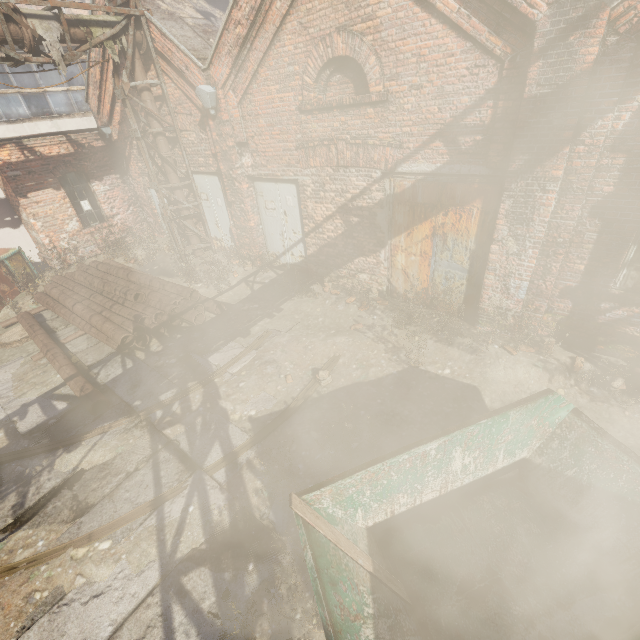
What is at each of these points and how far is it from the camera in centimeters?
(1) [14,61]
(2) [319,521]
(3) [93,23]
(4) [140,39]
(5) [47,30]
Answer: (1) scaffolding, 649cm
(2) pallet, 287cm
(3) pipe, 718cm
(4) pipe, 796cm
(5) pipe, 664cm

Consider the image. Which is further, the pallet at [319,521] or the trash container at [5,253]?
the trash container at [5,253]

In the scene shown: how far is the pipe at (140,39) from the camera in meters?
7.8 m

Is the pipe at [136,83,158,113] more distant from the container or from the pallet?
the pallet

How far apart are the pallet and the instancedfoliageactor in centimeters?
422cm

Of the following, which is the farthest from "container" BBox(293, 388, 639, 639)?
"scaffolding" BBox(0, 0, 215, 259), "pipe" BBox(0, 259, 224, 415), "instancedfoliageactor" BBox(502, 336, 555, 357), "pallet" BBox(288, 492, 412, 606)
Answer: "scaffolding" BBox(0, 0, 215, 259)

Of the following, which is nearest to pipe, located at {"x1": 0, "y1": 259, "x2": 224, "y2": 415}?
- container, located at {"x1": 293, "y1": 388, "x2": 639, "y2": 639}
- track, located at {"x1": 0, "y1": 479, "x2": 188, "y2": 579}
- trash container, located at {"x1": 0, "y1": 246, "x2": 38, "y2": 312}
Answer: trash container, located at {"x1": 0, "y1": 246, "x2": 38, "y2": 312}

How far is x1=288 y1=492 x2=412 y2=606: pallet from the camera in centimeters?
278cm
